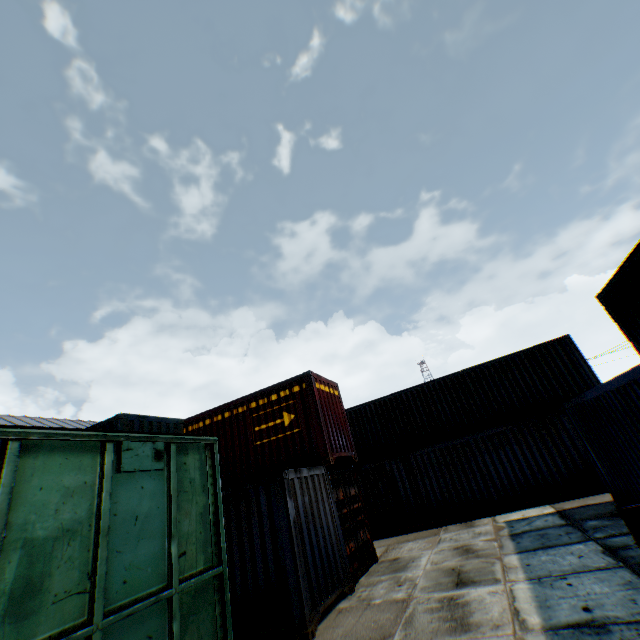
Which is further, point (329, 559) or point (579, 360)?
point (579, 360)

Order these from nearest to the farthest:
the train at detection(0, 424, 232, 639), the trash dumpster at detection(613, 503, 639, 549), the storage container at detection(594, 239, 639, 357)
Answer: the train at detection(0, 424, 232, 639)
the trash dumpster at detection(613, 503, 639, 549)
the storage container at detection(594, 239, 639, 357)

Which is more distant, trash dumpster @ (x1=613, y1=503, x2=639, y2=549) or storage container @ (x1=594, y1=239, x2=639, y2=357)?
storage container @ (x1=594, y1=239, x2=639, y2=357)

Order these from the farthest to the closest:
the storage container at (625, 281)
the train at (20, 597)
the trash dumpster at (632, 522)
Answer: the storage container at (625, 281)
the trash dumpster at (632, 522)
the train at (20, 597)

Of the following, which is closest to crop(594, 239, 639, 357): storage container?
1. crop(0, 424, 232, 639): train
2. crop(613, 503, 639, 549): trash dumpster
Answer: crop(613, 503, 639, 549): trash dumpster

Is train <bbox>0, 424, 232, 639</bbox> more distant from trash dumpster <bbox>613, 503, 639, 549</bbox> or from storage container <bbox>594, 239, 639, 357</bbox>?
storage container <bbox>594, 239, 639, 357</bbox>

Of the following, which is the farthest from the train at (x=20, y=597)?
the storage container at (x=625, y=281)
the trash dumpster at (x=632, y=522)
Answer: the storage container at (x=625, y=281)

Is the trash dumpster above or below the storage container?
below
